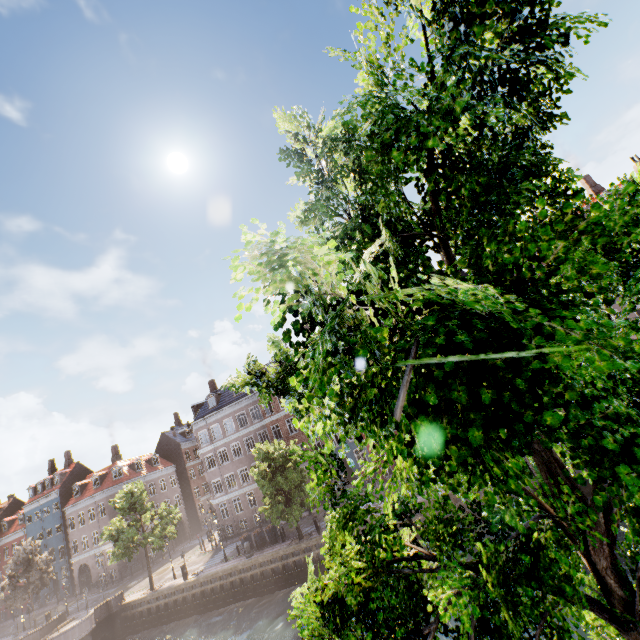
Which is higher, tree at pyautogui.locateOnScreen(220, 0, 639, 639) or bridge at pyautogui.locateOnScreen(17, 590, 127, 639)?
tree at pyautogui.locateOnScreen(220, 0, 639, 639)

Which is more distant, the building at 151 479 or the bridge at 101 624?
the building at 151 479

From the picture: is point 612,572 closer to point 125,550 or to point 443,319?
point 443,319

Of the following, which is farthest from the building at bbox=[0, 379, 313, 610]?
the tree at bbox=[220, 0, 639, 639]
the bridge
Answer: the bridge

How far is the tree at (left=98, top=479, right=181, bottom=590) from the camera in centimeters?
2894cm

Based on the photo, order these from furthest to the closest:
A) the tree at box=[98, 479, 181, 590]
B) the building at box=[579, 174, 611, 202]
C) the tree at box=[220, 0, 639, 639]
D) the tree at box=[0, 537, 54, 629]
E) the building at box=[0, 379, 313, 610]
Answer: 1. the building at box=[0, 379, 313, 610]
2. the tree at box=[0, 537, 54, 629]
3. the building at box=[579, 174, 611, 202]
4. the tree at box=[98, 479, 181, 590]
5. the tree at box=[220, 0, 639, 639]

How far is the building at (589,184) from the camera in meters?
31.7

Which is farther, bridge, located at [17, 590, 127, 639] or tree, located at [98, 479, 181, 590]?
tree, located at [98, 479, 181, 590]
